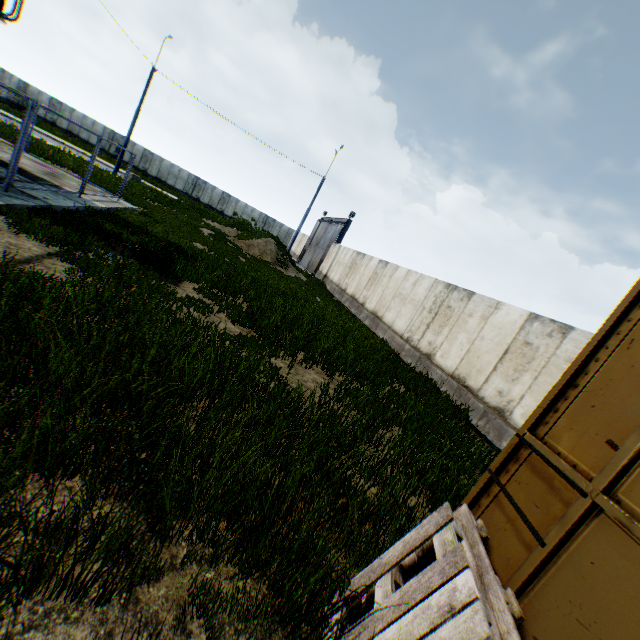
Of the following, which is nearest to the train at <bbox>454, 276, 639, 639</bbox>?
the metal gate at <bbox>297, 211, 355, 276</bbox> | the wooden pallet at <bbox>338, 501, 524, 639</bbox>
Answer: the wooden pallet at <bbox>338, 501, 524, 639</bbox>

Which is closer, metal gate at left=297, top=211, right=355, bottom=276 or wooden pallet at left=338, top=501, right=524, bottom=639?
wooden pallet at left=338, top=501, right=524, bottom=639

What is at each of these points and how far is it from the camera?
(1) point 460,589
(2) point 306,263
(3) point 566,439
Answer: (1) wooden pallet, 1.7m
(2) metal gate, 36.0m
(3) train, 2.2m

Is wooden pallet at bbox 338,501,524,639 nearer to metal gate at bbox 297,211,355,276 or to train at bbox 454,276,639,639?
train at bbox 454,276,639,639

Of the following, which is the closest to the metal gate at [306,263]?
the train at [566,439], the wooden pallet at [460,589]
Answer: the train at [566,439]

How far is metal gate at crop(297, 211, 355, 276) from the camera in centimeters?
2953cm
